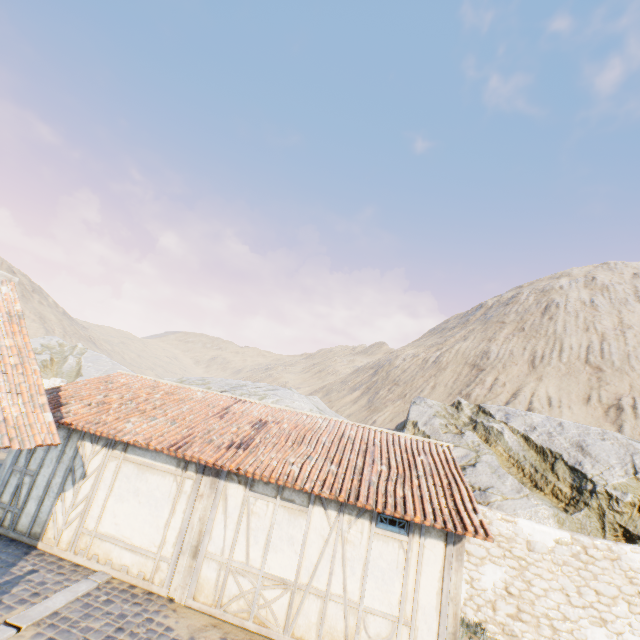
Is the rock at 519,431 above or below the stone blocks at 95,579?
above

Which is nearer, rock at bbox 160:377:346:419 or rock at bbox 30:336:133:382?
rock at bbox 160:377:346:419

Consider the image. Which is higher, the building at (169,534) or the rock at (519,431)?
the rock at (519,431)

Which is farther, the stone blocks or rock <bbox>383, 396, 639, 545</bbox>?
rock <bbox>383, 396, 639, 545</bbox>

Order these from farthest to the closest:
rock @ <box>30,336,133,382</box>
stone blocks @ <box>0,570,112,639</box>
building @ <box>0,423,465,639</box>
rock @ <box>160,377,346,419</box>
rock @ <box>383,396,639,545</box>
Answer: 1. rock @ <box>30,336,133,382</box>
2. rock @ <box>160,377,346,419</box>
3. rock @ <box>383,396,639,545</box>
4. building @ <box>0,423,465,639</box>
5. stone blocks @ <box>0,570,112,639</box>

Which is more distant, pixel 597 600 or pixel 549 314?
pixel 549 314

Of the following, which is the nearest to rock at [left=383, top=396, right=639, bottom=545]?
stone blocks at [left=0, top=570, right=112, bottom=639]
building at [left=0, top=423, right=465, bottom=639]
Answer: stone blocks at [left=0, top=570, right=112, bottom=639]
